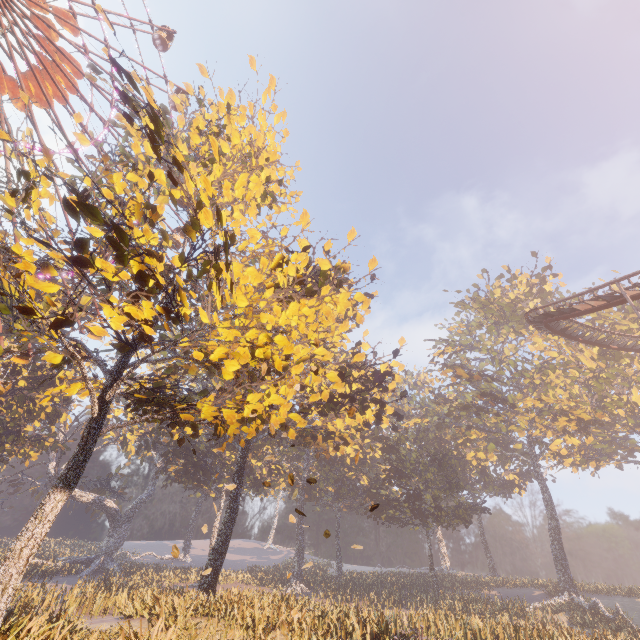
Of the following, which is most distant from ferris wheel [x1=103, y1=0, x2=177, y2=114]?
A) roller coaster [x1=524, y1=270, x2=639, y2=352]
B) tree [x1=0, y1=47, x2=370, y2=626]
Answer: roller coaster [x1=524, y1=270, x2=639, y2=352]

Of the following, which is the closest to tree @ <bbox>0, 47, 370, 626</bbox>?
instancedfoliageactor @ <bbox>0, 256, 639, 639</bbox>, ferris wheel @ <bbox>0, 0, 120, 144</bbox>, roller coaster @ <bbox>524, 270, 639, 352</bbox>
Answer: instancedfoliageactor @ <bbox>0, 256, 639, 639</bbox>

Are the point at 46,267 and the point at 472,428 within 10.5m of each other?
no

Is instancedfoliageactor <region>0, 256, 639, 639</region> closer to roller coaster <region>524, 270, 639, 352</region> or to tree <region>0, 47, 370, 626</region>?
roller coaster <region>524, 270, 639, 352</region>

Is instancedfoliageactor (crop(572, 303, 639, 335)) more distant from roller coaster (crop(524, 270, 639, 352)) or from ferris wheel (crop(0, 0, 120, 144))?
ferris wheel (crop(0, 0, 120, 144))

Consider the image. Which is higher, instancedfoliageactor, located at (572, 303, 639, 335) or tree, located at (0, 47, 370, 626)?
instancedfoliageactor, located at (572, 303, 639, 335)

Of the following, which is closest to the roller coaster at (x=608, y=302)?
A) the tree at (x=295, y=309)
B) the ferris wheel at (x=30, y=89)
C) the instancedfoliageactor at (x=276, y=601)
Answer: the instancedfoliageactor at (x=276, y=601)

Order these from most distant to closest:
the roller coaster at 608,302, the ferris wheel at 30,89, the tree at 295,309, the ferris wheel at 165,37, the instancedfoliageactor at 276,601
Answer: the ferris wheel at 165,37 → the ferris wheel at 30,89 → the roller coaster at 608,302 → the instancedfoliageactor at 276,601 → the tree at 295,309
